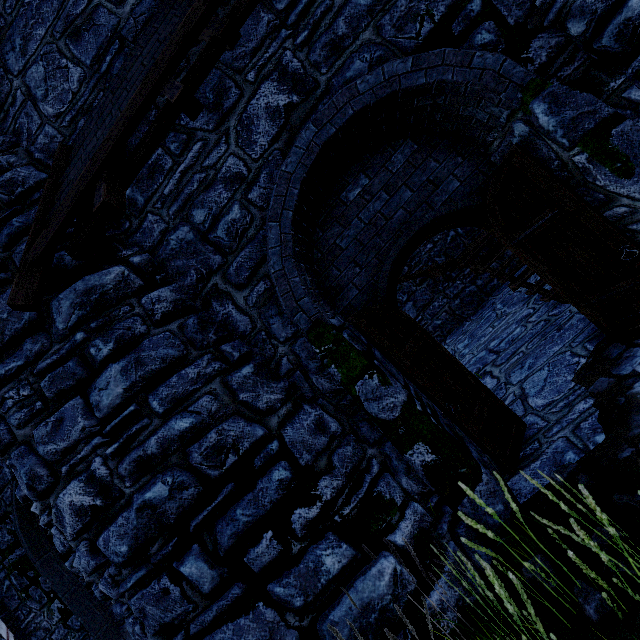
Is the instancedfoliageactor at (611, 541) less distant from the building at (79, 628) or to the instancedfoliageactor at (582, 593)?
the instancedfoliageactor at (582, 593)

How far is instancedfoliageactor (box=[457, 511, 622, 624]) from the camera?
2.2 meters

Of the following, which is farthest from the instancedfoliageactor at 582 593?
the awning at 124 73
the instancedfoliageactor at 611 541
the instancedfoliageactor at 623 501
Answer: the awning at 124 73

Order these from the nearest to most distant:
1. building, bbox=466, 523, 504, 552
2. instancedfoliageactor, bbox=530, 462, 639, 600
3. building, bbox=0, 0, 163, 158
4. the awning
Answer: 1. instancedfoliageactor, bbox=530, 462, 639, 600
2. the awning
3. building, bbox=466, 523, 504, 552
4. building, bbox=0, 0, 163, 158

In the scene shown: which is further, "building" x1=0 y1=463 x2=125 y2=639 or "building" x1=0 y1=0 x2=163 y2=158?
"building" x1=0 y1=463 x2=125 y2=639

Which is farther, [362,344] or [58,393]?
[362,344]

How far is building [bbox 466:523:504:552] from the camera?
3.2m
